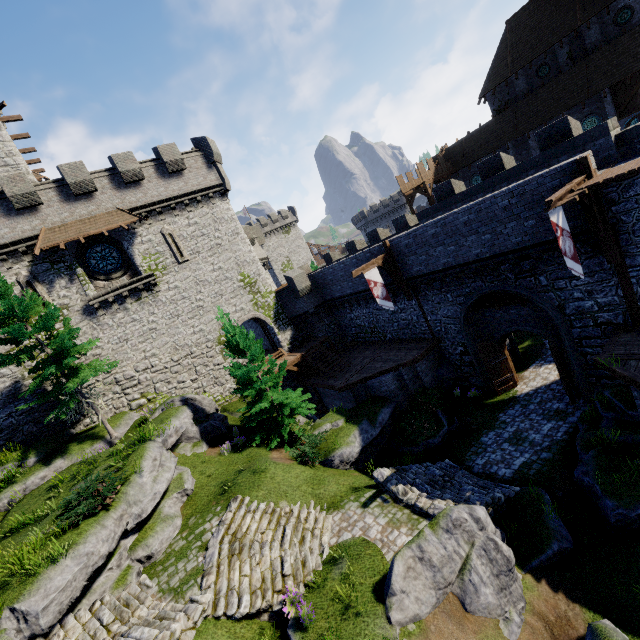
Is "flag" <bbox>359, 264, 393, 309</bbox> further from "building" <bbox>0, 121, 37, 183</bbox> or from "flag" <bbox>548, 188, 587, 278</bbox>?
"building" <bbox>0, 121, 37, 183</bbox>

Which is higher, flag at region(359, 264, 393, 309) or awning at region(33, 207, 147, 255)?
awning at region(33, 207, 147, 255)

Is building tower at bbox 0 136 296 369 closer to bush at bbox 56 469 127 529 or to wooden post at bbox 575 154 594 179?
bush at bbox 56 469 127 529

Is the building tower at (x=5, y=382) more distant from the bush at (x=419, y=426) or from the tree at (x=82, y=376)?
the bush at (x=419, y=426)

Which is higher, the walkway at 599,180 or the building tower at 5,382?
the building tower at 5,382

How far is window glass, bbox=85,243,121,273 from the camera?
21.1 meters

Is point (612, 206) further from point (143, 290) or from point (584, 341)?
point (143, 290)

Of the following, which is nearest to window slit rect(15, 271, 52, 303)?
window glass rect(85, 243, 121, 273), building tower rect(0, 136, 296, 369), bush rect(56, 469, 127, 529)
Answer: building tower rect(0, 136, 296, 369)
